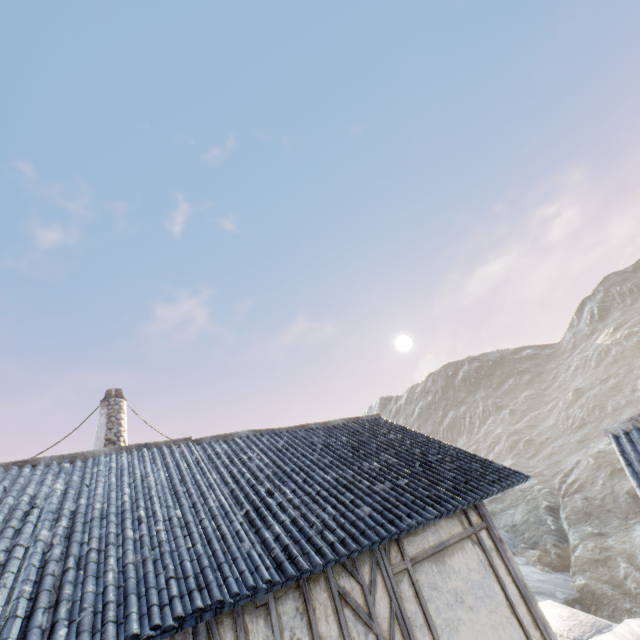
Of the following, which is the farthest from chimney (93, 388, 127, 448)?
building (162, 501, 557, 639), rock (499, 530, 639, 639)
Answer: rock (499, 530, 639, 639)

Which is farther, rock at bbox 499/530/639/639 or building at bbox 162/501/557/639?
rock at bbox 499/530/639/639

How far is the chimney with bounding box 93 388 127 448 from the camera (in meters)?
9.49

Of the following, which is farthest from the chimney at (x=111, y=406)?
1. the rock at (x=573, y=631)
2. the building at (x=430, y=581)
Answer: the rock at (x=573, y=631)

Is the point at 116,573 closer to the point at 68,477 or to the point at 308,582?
the point at 308,582

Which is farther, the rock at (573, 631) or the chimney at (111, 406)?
the chimney at (111, 406)

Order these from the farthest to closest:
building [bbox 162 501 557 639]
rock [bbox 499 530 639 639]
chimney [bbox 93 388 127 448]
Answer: chimney [bbox 93 388 127 448]
rock [bbox 499 530 639 639]
building [bbox 162 501 557 639]
